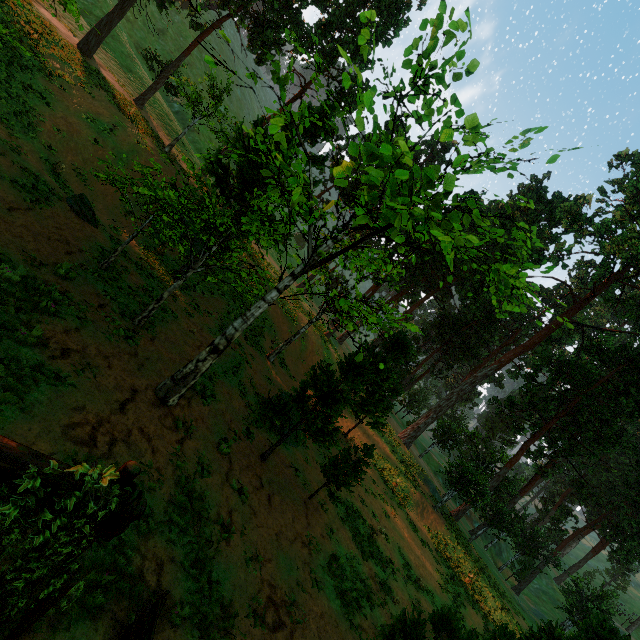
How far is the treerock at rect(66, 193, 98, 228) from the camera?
14.70m

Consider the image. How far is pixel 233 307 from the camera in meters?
23.1 m

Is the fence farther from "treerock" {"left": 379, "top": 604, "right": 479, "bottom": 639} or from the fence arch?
the fence arch

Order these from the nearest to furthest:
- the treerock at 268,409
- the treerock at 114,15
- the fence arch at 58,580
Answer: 1. the fence arch at 58,580
2. the treerock at 268,409
3. the treerock at 114,15

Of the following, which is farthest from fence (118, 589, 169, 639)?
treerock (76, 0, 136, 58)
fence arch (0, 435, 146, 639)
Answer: fence arch (0, 435, 146, 639)

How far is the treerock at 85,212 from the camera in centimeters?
1470cm
